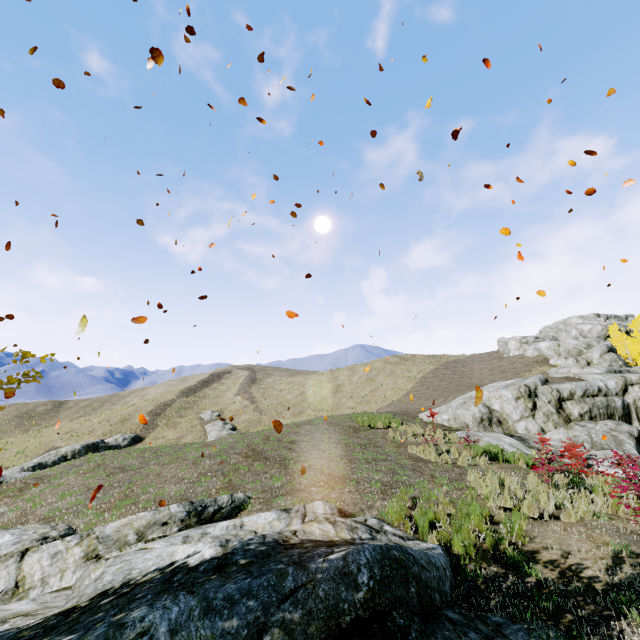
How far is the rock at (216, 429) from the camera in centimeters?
3372cm

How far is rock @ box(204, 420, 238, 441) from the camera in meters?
33.7 m

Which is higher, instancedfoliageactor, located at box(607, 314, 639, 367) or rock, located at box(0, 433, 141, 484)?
instancedfoliageactor, located at box(607, 314, 639, 367)

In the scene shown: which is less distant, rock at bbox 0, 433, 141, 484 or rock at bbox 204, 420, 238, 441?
rock at bbox 0, 433, 141, 484

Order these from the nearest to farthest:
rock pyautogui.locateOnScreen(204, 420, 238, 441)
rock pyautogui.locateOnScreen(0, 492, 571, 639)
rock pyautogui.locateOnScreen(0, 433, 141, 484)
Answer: rock pyautogui.locateOnScreen(0, 492, 571, 639)
rock pyautogui.locateOnScreen(0, 433, 141, 484)
rock pyautogui.locateOnScreen(204, 420, 238, 441)

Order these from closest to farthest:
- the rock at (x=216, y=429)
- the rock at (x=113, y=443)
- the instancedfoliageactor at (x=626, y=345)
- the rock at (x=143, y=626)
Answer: the rock at (x=143, y=626)
the rock at (x=113, y=443)
the rock at (x=216, y=429)
the instancedfoliageactor at (x=626, y=345)

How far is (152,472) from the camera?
10.8m
